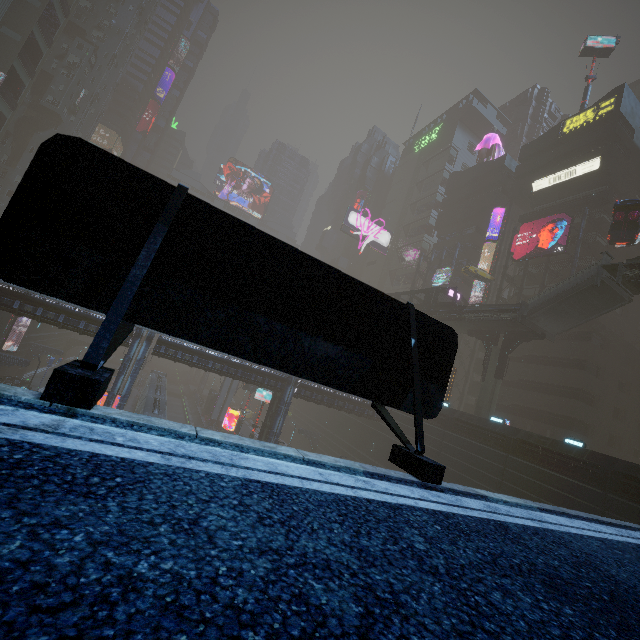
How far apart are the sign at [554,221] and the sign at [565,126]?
13.5 meters

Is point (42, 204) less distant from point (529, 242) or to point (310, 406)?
point (529, 242)

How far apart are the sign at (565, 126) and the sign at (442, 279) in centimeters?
2098cm

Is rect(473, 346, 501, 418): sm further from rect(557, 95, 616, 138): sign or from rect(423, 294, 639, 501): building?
rect(557, 95, 616, 138): sign

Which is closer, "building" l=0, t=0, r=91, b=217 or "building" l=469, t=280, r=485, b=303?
"building" l=0, t=0, r=91, b=217

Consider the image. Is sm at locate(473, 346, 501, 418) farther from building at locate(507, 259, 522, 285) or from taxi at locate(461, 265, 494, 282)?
taxi at locate(461, 265, 494, 282)

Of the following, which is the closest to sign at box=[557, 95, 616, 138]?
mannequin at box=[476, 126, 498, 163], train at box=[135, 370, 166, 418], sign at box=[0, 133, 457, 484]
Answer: mannequin at box=[476, 126, 498, 163]

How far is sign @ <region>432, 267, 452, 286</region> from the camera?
49.44m
